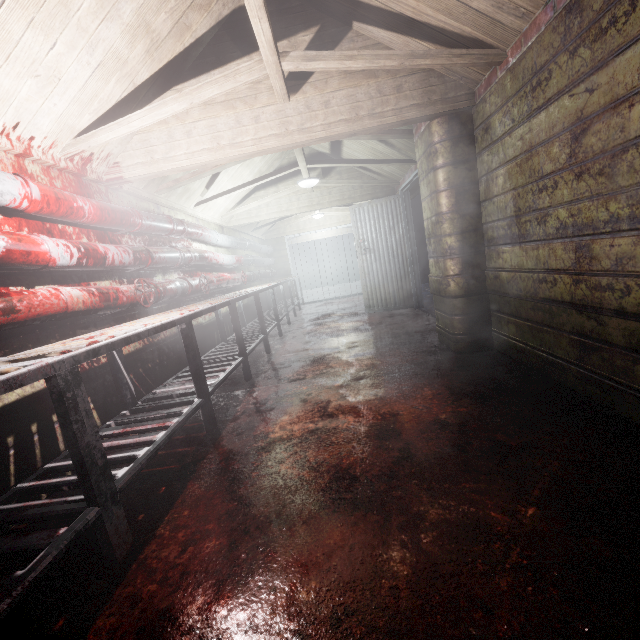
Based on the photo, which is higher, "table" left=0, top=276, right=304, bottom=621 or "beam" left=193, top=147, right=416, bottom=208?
"beam" left=193, top=147, right=416, bottom=208

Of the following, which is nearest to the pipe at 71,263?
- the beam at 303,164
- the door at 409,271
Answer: the beam at 303,164

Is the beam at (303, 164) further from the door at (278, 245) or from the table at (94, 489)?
the door at (278, 245)

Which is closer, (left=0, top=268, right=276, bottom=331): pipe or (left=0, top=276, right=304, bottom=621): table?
(left=0, top=276, right=304, bottom=621): table

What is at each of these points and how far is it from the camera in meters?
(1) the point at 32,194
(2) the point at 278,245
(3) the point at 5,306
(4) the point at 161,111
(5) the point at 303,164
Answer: (1) pipe, 1.8 m
(2) door, 9.0 m
(3) pipe, 1.5 m
(4) beam, 2.1 m
(5) beam, 4.1 m

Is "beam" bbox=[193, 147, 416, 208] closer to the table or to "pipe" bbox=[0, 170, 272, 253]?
"pipe" bbox=[0, 170, 272, 253]

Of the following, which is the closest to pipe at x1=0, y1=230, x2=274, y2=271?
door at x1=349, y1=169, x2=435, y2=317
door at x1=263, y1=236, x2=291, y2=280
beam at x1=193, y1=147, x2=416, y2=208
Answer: door at x1=263, y1=236, x2=291, y2=280

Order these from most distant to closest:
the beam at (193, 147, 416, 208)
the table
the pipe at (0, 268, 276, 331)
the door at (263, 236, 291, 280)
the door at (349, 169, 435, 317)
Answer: the door at (263, 236, 291, 280) < the door at (349, 169, 435, 317) < the beam at (193, 147, 416, 208) < the pipe at (0, 268, 276, 331) < the table
